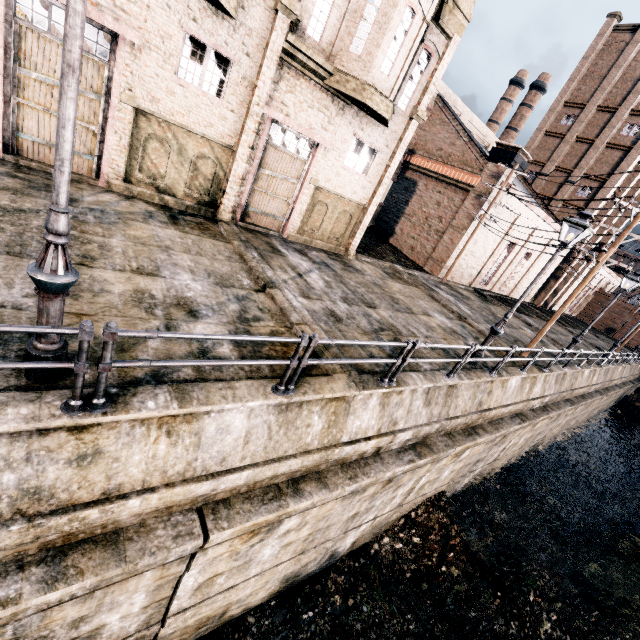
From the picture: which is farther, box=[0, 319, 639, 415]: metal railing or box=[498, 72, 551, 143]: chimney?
box=[498, 72, 551, 143]: chimney

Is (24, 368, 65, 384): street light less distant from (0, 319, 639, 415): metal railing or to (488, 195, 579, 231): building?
(0, 319, 639, 415): metal railing

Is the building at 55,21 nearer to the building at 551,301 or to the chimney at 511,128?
the building at 551,301

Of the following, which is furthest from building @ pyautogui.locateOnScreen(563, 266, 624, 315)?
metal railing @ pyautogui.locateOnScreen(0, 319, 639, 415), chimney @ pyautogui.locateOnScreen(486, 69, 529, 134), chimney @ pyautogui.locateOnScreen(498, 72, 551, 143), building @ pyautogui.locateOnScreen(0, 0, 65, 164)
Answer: chimney @ pyautogui.locateOnScreen(498, 72, 551, 143)

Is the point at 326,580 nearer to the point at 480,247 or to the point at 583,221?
the point at 583,221

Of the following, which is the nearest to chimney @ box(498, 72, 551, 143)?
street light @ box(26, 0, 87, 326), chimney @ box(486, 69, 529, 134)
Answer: chimney @ box(486, 69, 529, 134)

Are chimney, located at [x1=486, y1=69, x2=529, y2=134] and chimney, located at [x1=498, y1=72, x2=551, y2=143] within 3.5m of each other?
yes

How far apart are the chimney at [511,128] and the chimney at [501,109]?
2.6 meters
